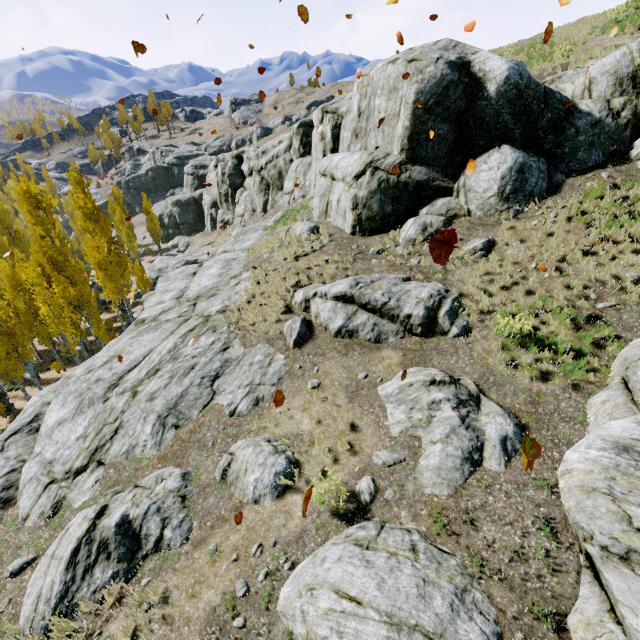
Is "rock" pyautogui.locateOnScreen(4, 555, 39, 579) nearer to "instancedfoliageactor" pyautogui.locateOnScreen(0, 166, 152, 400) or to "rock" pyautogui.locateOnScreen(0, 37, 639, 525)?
"instancedfoliageactor" pyautogui.locateOnScreen(0, 166, 152, 400)

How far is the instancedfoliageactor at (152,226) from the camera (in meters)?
48.66

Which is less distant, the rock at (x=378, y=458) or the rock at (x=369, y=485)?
the rock at (x=369, y=485)

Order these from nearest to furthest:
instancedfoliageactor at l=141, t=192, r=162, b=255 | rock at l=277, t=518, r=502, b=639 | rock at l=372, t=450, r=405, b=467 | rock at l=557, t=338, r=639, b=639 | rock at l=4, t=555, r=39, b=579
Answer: rock at l=557, t=338, r=639, b=639
rock at l=277, t=518, r=502, b=639
rock at l=372, t=450, r=405, b=467
rock at l=4, t=555, r=39, b=579
instancedfoliageactor at l=141, t=192, r=162, b=255

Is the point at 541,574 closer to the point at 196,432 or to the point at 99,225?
the point at 196,432

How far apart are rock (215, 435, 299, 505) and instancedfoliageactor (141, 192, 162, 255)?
51.01m

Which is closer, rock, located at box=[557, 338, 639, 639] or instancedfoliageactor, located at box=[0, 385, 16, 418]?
rock, located at box=[557, 338, 639, 639]

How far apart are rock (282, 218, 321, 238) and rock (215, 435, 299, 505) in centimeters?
1009cm
